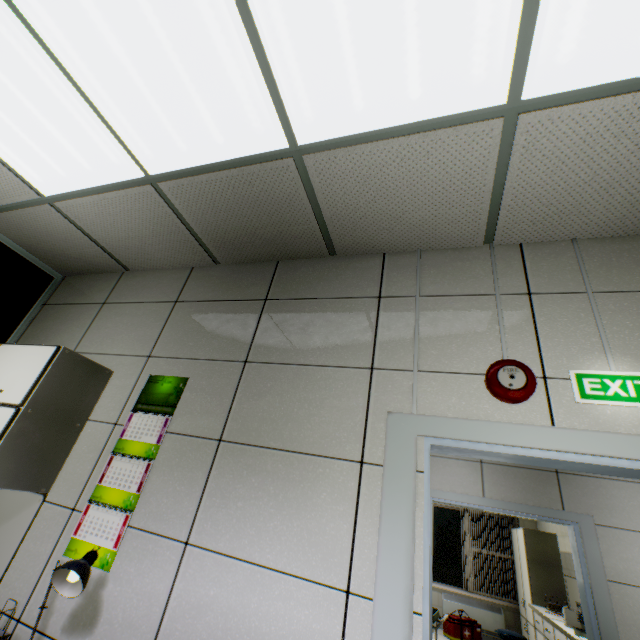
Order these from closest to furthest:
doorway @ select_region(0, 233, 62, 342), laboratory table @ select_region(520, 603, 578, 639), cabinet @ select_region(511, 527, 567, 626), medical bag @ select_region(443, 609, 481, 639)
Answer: doorway @ select_region(0, 233, 62, 342) → laboratory table @ select_region(520, 603, 578, 639) → cabinet @ select_region(511, 527, 567, 626) → medical bag @ select_region(443, 609, 481, 639)

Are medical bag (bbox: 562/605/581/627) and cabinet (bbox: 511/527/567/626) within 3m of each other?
yes

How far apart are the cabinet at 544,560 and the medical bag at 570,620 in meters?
1.3

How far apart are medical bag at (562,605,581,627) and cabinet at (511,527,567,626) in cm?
130

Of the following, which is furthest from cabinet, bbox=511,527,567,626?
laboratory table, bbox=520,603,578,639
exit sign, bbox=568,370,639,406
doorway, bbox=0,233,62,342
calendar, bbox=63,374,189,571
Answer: doorway, bbox=0,233,62,342

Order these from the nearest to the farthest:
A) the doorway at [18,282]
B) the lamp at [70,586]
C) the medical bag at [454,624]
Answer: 1. the lamp at [70,586]
2. the doorway at [18,282]
3. the medical bag at [454,624]

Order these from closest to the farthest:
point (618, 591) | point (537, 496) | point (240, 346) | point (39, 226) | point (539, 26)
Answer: point (539, 26) < point (240, 346) < point (39, 226) < point (618, 591) < point (537, 496)

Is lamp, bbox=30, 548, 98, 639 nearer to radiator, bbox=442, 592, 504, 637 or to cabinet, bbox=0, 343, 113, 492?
cabinet, bbox=0, 343, 113, 492
